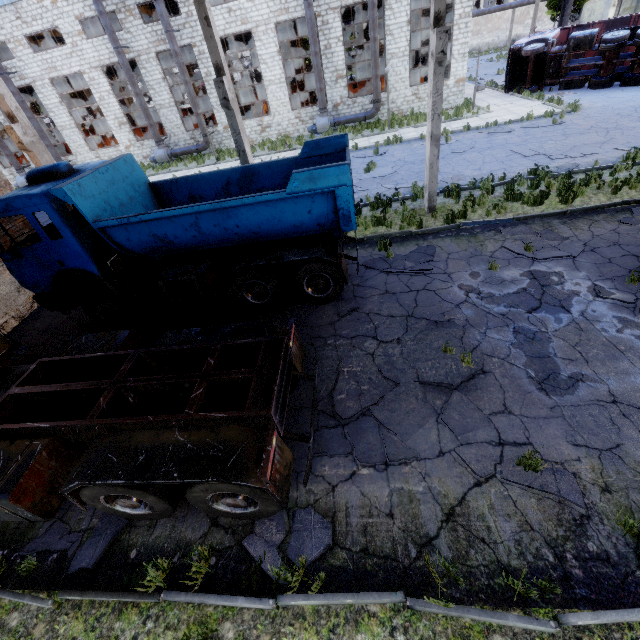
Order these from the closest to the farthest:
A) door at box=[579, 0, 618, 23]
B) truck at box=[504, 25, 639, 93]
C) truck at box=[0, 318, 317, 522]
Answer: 1. truck at box=[0, 318, 317, 522]
2. truck at box=[504, 25, 639, 93]
3. door at box=[579, 0, 618, 23]

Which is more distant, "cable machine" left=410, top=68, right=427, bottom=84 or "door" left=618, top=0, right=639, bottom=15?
"door" left=618, top=0, right=639, bottom=15

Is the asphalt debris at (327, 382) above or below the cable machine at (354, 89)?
below

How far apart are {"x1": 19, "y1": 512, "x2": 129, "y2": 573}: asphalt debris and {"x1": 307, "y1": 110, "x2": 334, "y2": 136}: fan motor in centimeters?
2565cm

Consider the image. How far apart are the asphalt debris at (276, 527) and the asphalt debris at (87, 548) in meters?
2.0

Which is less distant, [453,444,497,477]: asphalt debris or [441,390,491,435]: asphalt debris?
[453,444,497,477]: asphalt debris

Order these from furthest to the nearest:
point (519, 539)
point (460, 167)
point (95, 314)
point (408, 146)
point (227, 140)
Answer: point (227, 140)
point (408, 146)
point (460, 167)
point (95, 314)
point (519, 539)

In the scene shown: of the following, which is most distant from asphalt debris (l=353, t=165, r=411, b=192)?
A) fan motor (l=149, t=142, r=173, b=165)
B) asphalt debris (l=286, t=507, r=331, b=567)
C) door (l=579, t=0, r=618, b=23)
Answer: door (l=579, t=0, r=618, b=23)
